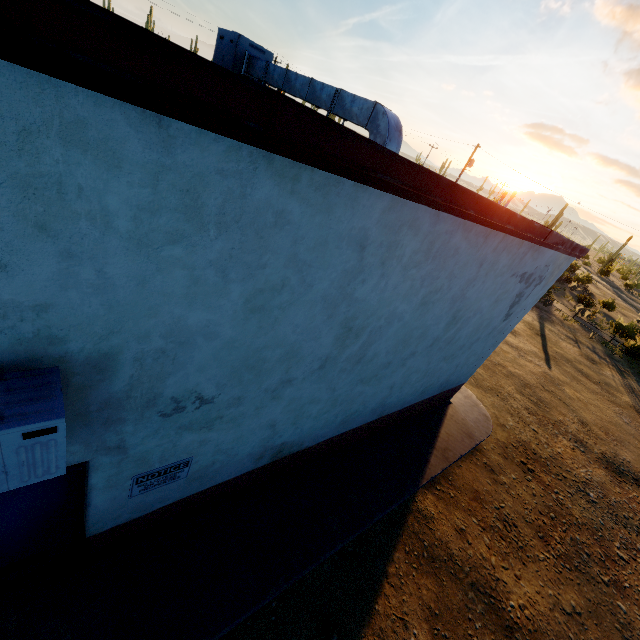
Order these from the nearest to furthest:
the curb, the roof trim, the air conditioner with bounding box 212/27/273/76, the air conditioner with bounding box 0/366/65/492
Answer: the roof trim → the air conditioner with bounding box 0/366/65/492 → the curb → the air conditioner with bounding box 212/27/273/76

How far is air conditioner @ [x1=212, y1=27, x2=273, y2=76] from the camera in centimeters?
800cm

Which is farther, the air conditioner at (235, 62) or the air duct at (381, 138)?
the air conditioner at (235, 62)

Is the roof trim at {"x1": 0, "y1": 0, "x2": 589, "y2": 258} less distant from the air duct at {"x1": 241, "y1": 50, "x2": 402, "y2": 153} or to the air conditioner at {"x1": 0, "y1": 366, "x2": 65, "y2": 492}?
the air conditioner at {"x1": 0, "y1": 366, "x2": 65, "y2": 492}

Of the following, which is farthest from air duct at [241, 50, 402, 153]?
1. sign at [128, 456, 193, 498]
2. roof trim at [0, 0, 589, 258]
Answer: sign at [128, 456, 193, 498]

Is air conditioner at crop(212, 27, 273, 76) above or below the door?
above

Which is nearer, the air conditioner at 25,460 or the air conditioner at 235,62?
the air conditioner at 25,460

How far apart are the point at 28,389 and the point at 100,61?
1.6m
